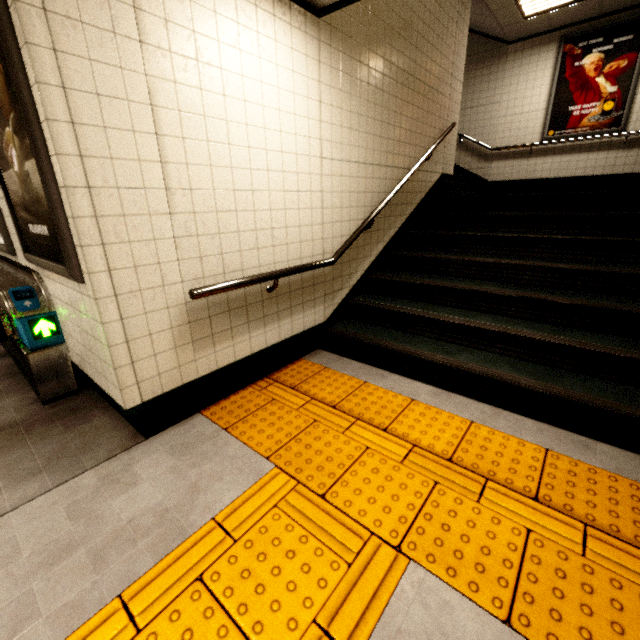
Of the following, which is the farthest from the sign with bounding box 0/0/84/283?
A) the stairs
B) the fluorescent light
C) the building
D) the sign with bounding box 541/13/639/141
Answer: the sign with bounding box 541/13/639/141

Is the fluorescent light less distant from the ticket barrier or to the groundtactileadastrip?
the groundtactileadastrip

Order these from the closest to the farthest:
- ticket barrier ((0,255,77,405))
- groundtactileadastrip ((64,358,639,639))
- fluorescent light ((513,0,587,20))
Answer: groundtactileadastrip ((64,358,639,639))
ticket barrier ((0,255,77,405))
fluorescent light ((513,0,587,20))

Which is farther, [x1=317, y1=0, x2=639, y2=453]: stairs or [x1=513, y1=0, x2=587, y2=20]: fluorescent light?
[x1=513, y1=0, x2=587, y2=20]: fluorescent light

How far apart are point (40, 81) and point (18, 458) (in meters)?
2.23

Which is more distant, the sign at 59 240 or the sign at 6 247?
the sign at 6 247

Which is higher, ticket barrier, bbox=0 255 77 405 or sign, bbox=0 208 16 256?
sign, bbox=0 208 16 256

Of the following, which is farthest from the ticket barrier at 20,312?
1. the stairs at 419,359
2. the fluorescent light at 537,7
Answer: the fluorescent light at 537,7
